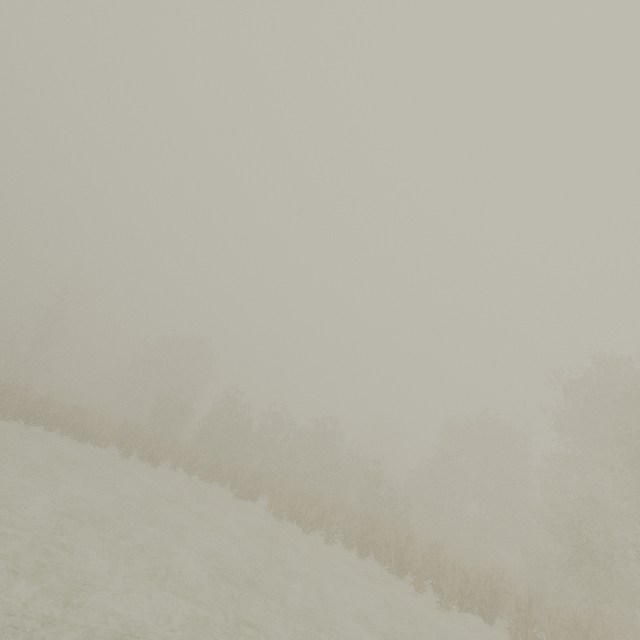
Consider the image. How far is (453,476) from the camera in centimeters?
2927cm
